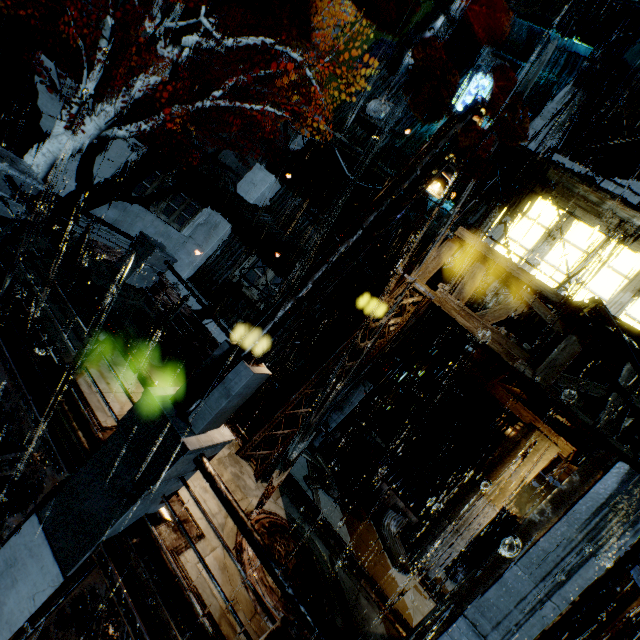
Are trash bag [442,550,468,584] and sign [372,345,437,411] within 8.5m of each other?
yes

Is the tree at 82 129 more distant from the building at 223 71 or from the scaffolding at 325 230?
the scaffolding at 325 230

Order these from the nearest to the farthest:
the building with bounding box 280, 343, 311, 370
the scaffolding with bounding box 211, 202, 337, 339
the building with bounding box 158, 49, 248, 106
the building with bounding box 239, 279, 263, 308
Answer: the scaffolding with bounding box 211, 202, 337, 339
the building with bounding box 158, 49, 248, 106
the building with bounding box 280, 343, 311, 370
the building with bounding box 239, 279, 263, 308

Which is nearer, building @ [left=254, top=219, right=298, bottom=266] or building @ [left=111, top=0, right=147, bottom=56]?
building @ [left=111, top=0, right=147, bottom=56]

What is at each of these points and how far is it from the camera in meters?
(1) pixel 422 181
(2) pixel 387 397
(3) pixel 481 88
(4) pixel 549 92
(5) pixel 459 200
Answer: (1) street light, 4.2
(2) sign, 12.2
(3) sign, 14.1
(4) sm, 14.9
(5) building, 12.3

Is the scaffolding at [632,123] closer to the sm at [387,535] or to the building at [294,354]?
the building at [294,354]

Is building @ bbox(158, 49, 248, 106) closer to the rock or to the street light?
the rock

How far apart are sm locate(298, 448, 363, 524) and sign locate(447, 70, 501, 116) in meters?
14.8
